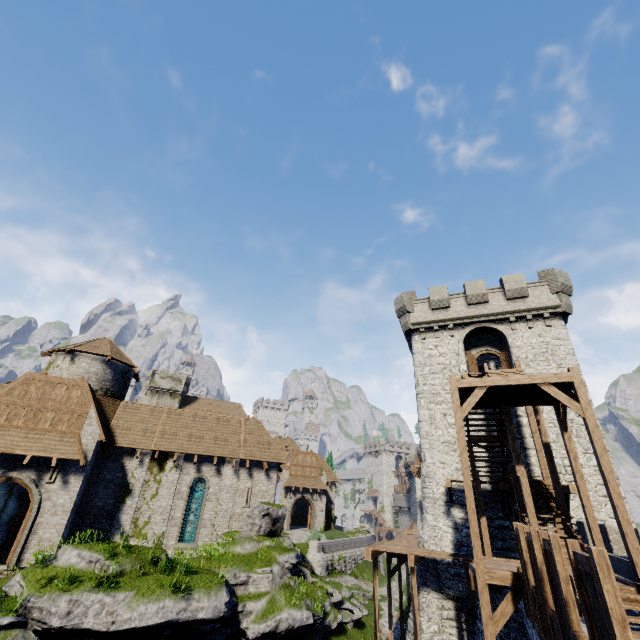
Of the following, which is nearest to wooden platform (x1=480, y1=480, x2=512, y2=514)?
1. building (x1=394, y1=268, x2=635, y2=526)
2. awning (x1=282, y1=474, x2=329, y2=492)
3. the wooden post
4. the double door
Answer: Result: building (x1=394, y1=268, x2=635, y2=526)

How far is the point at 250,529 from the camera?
19.5m

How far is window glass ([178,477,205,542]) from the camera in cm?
2086

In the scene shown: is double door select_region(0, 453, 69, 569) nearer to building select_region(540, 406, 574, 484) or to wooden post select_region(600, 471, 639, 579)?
building select_region(540, 406, 574, 484)

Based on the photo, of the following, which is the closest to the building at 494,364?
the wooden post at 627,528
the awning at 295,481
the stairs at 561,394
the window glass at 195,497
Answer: the stairs at 561,394

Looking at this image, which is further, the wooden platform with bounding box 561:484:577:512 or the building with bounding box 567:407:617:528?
the building with bounding box 567:407:617:528

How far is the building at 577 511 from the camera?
16.48m

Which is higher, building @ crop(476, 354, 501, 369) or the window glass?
building @ crop(476, 354, 501, 369)
